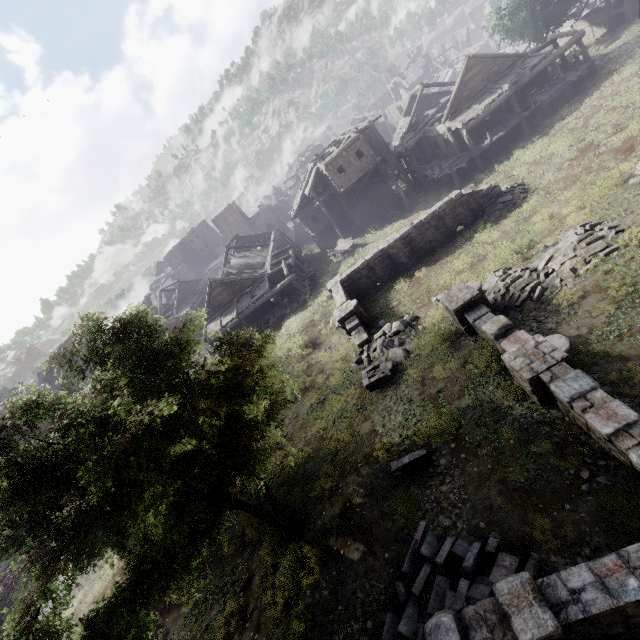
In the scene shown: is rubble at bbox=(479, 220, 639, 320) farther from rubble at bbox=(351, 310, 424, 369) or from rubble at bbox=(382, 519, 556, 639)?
rubble at bbox=(382, 519, 556, 639)

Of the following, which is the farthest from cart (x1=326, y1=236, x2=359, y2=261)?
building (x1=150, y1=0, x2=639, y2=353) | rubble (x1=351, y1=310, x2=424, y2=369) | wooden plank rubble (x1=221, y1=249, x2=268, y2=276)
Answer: rubble (x1=351, y1=310, x2=424, y2=369)

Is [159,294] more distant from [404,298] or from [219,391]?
[219,391]

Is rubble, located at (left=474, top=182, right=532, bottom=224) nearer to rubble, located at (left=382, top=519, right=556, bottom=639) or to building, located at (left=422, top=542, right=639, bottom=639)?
building, located at (left=422, top=542, right=639, bottom=639)

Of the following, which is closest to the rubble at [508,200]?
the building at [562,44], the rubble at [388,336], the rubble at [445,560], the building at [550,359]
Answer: the building at [562,44]

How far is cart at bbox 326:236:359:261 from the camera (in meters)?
33.29

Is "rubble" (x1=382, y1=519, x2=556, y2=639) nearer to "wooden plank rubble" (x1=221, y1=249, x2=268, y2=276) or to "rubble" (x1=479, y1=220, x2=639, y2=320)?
"rubble" (x1=479, y1=220, x2=639, y2=320)

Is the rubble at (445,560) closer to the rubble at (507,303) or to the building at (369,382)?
the building at (369,382)
